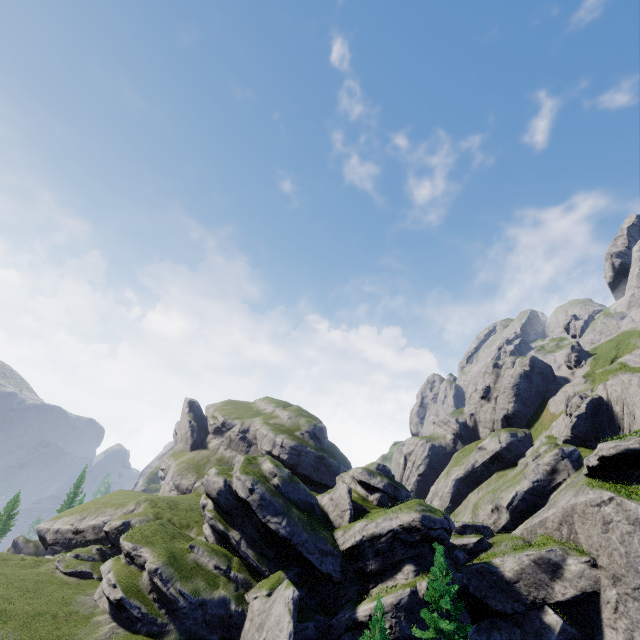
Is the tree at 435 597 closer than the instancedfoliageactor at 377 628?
No

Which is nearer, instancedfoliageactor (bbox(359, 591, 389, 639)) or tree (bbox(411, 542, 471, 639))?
instancedfoliageactor (bbox(359, 591, 389, 639))

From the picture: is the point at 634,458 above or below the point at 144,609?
above
